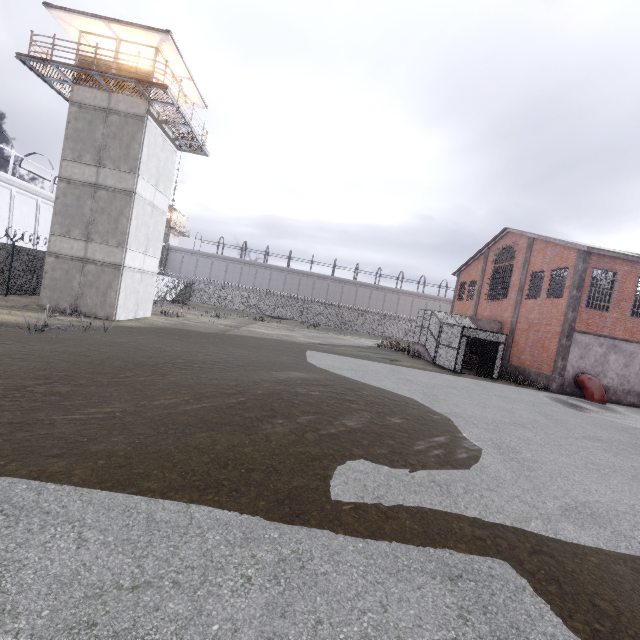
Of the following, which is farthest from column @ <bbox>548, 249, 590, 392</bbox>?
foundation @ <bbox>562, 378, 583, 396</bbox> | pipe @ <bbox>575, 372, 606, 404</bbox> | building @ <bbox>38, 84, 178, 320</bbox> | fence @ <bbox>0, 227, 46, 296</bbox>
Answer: fence @ <bbox>0, 227, 46, 296</bbox>

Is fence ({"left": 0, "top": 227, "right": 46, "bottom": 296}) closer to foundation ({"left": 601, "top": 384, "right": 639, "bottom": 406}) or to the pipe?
foundation ({"left": 601, "top": 384, "right": 639, "bottom": 406})

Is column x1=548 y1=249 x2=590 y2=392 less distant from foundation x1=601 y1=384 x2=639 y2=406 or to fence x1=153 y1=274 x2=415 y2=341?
foundation x1=601 y1=384 x2=639 y2=406

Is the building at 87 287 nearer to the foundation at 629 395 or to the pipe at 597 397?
the foundation at 629 395

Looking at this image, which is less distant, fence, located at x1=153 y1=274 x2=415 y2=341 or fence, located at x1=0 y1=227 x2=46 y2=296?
fence, located at x1=0 y1=227 x2=46 y2=296

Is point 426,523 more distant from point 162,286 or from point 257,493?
point 162,286

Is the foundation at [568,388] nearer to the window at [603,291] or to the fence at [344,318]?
the window at [603,291]

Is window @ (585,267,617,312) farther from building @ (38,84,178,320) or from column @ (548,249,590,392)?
building @ (38,84,178,320)
